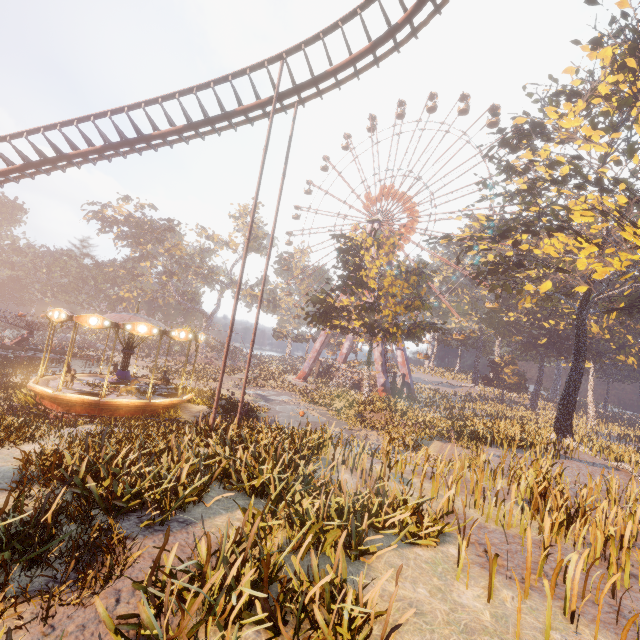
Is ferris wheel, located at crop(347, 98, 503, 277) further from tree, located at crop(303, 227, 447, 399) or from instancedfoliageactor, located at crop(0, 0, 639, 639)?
instancedfoliageactor, located at crop(0, 0, 639, 639)

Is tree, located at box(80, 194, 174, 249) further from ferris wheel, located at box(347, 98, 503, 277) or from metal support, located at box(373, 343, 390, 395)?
metal support, located at box(373, 343, 390, 395)

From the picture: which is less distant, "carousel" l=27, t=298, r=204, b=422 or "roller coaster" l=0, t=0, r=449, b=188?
A: "roller coaster" l=0, t=0, r=449, b=188

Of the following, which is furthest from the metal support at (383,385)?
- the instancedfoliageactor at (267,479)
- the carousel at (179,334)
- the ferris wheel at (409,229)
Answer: the carousel at (179,334)

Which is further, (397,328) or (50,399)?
(397,328)

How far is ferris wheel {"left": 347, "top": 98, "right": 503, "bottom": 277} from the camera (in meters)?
44.88

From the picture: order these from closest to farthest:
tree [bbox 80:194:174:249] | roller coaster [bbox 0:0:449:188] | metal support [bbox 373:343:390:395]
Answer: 1. roller coaster [bbox 0:0:449:188]
2. metal support [bbox 373:343:390:395]
3. tree [bbox 80:194:174:249]

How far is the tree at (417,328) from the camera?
29.4 meters
